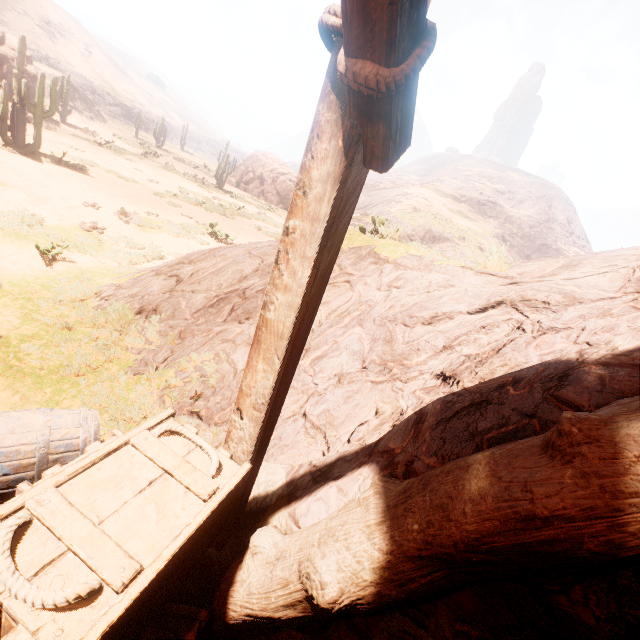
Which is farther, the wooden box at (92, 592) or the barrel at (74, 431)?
the barrel at (74, 431)

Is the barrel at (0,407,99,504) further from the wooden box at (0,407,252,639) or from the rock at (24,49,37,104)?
the rock at (24,49,37,104)

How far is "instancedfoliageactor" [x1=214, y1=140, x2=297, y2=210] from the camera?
26.75m

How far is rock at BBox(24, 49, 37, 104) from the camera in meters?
20.7 m

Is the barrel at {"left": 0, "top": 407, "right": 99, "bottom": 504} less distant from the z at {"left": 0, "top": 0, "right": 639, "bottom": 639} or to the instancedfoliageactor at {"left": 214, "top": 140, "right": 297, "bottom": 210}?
the z at {"left": 0, "top": 0, "right": 639, "bottom": 639}

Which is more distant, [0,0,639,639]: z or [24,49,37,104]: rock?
[24,49,37,104]: rock

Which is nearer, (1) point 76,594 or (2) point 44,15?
(1) point 76,594

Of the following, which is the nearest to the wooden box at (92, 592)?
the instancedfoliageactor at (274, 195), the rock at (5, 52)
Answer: the rock at (5, 52)
